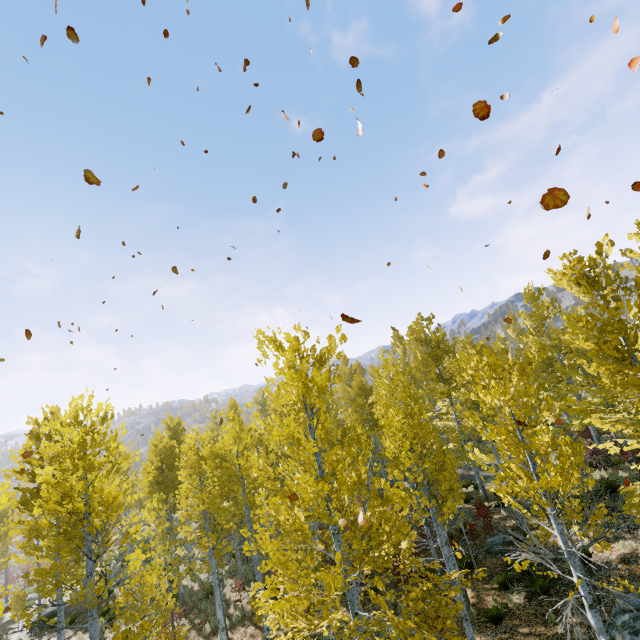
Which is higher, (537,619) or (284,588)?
(284,588)

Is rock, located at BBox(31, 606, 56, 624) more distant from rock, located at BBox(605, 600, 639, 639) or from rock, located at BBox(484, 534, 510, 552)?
rock, located at BBox(605, 600, 639, 639)

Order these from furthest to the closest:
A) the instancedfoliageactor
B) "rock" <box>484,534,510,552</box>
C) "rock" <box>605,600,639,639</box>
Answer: "rock" <box>484,534,510,552</box>
"rock" <box>605,600,639,639</box>
the instancedfoliageactor

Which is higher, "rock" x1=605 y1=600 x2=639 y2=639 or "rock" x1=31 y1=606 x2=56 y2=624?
"rock" x1=605 y1=600 x2=639 y2=639

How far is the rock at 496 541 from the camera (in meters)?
13.51

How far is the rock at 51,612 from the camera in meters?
18.0

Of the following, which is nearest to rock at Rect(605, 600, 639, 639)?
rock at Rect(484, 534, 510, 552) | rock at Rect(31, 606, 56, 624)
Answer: rock at Rect(484, 534, 510, 552)

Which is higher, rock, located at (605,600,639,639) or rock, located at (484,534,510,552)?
rock, located at (605,600,639,639)
